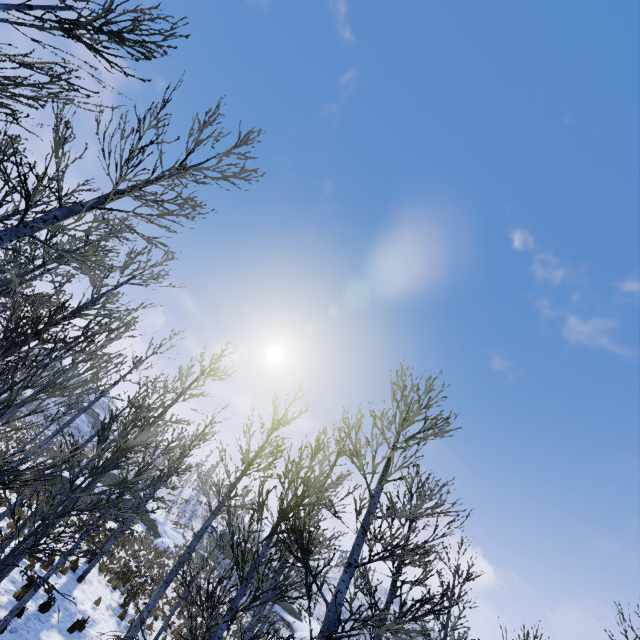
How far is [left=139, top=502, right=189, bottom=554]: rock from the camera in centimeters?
3531cm

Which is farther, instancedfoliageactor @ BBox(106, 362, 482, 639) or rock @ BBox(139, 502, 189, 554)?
rock @ BBox(139, 502, 189, 554)

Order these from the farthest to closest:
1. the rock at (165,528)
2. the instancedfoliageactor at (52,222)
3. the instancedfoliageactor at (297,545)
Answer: the rock at (165,528)
the instancedfoliageactor at (297,545)
the instancedfoliageactor at (52,222)

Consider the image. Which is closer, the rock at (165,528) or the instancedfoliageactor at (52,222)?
the instancedfoliageactor at (52,222)

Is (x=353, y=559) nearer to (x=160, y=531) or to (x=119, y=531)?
(x=119, y=531)

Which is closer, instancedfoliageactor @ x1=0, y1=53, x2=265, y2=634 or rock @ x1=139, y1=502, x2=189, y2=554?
instancedfoliageactor @ x1=0, y1=53, x2=265, y2=634

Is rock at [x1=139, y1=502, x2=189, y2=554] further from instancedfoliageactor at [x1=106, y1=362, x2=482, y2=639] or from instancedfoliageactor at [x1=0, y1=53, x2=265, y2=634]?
instancedfoliageactor at [x1=106, y1=362, x2=482, y2=639]
